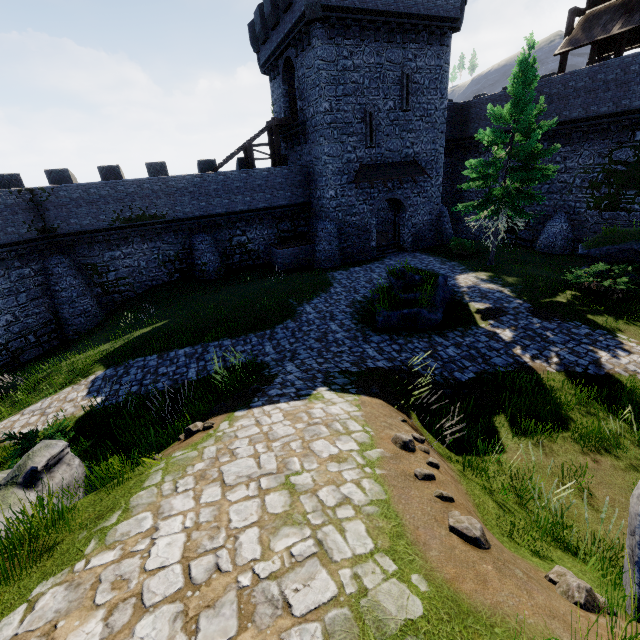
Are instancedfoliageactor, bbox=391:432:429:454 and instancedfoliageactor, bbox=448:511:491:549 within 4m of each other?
yes

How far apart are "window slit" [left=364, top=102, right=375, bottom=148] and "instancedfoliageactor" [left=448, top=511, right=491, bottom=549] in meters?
22.5

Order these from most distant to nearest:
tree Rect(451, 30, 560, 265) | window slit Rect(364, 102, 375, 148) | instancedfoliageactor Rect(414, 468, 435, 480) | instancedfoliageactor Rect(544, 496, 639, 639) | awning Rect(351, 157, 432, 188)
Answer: awning Rect(351, 157, 432, 188) < window slit Rect(364, 102, 375, 148) < tree Rect(451, 30, 560, 265) < instancedfoliageactor Rect(414, 468, 435, 480) < instancedfoliageactor Rect(544, 496, 639, 639)

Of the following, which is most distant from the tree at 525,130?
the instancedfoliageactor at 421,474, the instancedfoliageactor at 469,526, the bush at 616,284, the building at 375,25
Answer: the instancedfoliageactor at 469,526

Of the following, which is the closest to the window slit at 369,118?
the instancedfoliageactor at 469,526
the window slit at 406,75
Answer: the window slit at 406,75

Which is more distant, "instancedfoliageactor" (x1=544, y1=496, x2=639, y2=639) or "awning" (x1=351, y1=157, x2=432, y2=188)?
"awning" (x1=351, y1=157, x2=432, y2=188)

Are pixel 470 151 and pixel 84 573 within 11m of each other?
no

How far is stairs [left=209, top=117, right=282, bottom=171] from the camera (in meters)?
21.96
